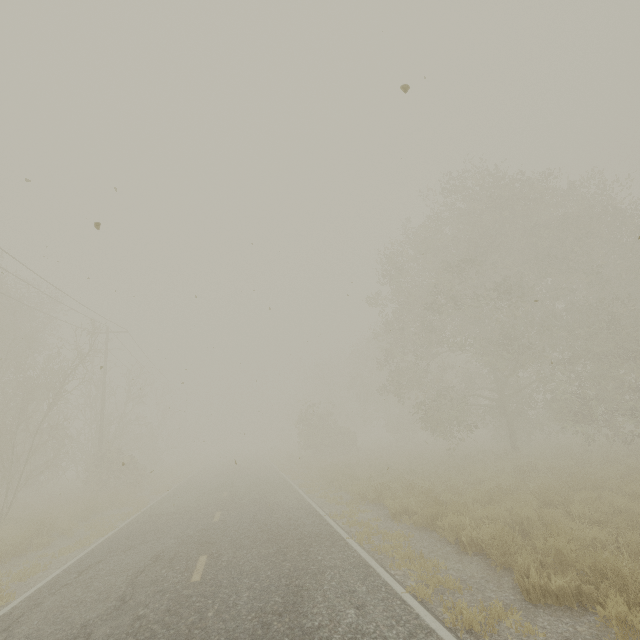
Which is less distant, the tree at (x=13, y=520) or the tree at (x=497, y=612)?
the tree at (x=497, y=612)

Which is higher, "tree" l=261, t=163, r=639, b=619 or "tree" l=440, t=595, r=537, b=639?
"tree" l=261, t=163, r=639, b=619

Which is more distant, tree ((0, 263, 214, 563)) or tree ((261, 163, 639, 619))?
tree ((0, 263, 214, 563))

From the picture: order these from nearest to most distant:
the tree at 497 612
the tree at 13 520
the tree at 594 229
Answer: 1. the tree at 497 612
2. the tree at 594 229
3. the tree at 13 520

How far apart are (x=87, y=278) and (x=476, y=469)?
17.6 meters

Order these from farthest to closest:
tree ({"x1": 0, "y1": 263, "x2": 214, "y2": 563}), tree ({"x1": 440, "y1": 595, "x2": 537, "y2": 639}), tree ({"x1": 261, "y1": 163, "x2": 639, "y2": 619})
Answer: tree ({"x1": 0, "y1": 263, "x2": 214, "y2": 563})
tree ({"x1": 261, "y1": 163, "x2": 639, "y2": 619})
tree ({"x1": 440, "y1": 595, "x2": 537, "y2": 639})
